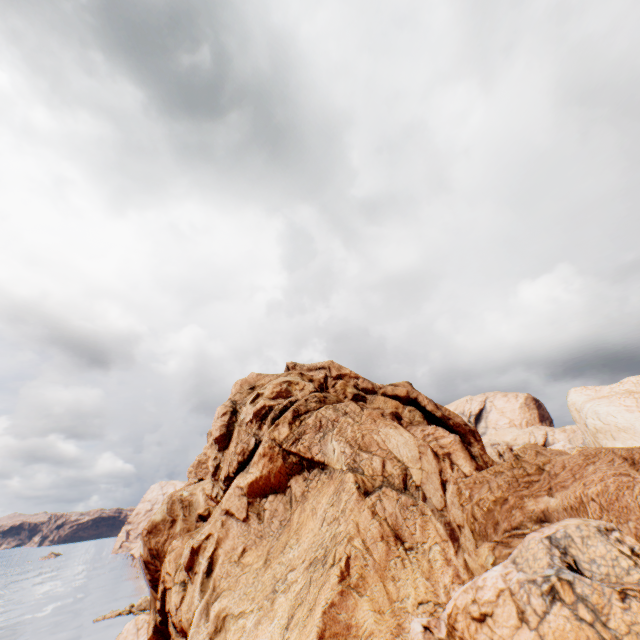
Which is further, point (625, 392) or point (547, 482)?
point (625, 392)
